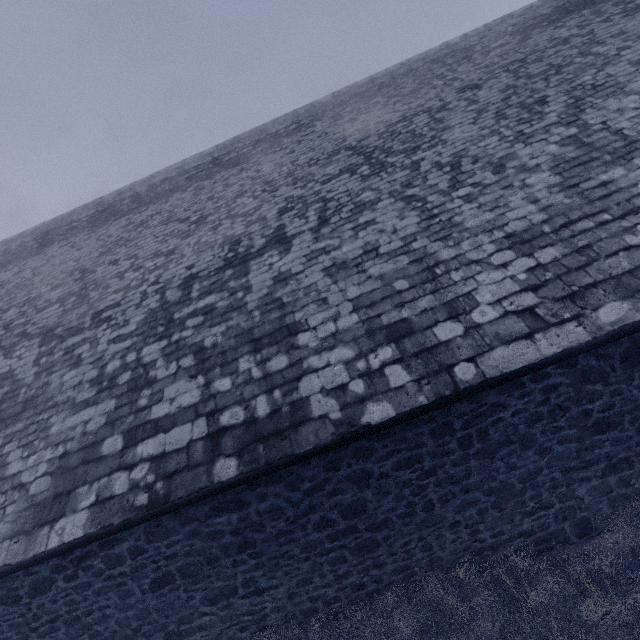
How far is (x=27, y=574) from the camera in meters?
4.3 m
